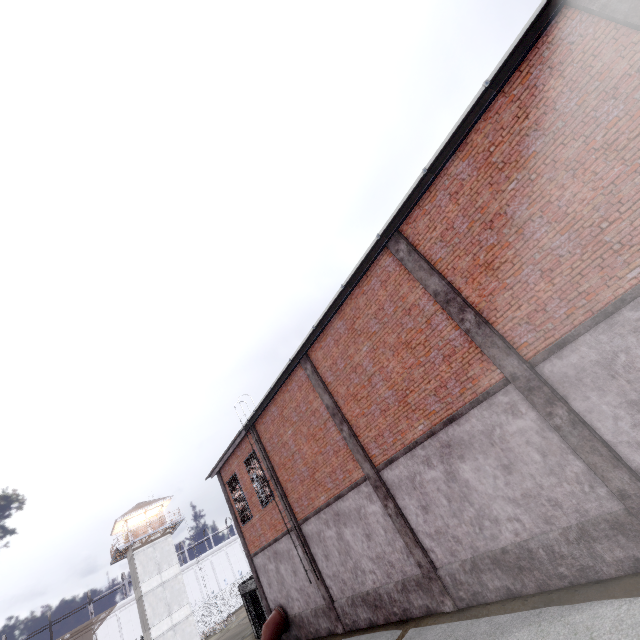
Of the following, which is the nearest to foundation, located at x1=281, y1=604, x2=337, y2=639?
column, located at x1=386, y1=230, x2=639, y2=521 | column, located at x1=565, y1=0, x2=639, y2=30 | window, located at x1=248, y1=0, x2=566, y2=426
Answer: window, located at x1=248, y1=0, x2=566, y2=426

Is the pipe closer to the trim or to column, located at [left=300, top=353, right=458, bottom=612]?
column, located at [left=300, top=353, right=458, bottom=612]

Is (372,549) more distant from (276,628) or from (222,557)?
(222,557)

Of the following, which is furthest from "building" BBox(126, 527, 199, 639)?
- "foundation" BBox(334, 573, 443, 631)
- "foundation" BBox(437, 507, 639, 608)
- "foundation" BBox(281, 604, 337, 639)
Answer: "foundation" BBox(437, 507, 639, 608)

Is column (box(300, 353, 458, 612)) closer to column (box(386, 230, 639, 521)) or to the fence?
column (box(386, 230, 639, 521))

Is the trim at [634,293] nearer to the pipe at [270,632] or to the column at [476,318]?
the column at [476,318]

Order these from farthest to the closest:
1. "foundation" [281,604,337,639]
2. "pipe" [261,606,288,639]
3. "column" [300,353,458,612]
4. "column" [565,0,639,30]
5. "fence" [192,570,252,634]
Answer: "fence" [192,570,252,634]
"pipe" [261,606,288,639]
"foundation" [281,604,337,639]
"column" [300,353,458,612]
"column" [565,0,639,30]

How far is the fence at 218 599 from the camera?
38.8m
